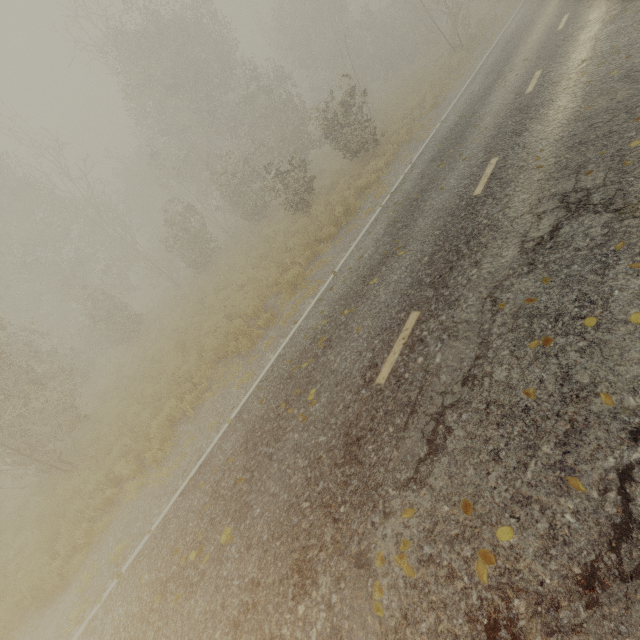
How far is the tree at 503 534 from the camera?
2.82m

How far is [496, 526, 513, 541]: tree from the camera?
2.8 meters

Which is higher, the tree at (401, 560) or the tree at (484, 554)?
the tree at (401, 560)

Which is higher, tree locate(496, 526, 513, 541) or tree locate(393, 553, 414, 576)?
tree locate(393, 553, 414, 576)

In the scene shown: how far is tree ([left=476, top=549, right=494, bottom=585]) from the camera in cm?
274

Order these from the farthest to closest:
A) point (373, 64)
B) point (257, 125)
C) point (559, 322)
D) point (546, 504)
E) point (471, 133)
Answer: point (373, 64)
point (257, 125)
point (471, 133)
point (559, 322)
point (546, 504)

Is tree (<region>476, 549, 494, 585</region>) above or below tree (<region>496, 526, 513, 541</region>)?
above
